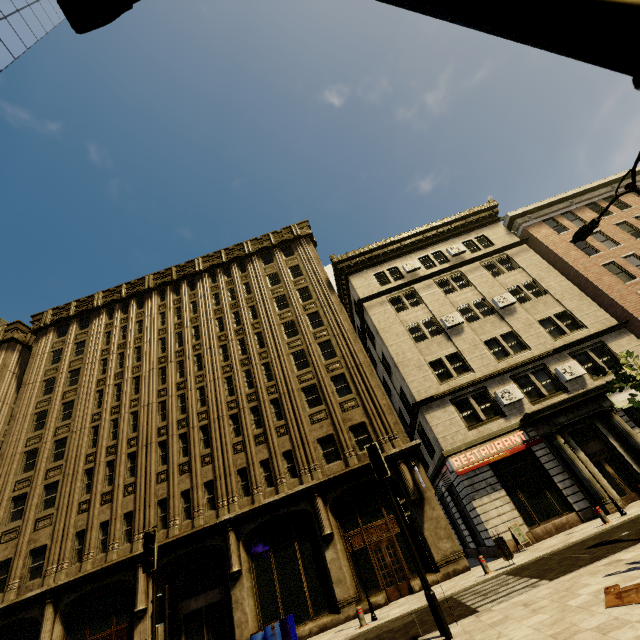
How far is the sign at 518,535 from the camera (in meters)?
14.20

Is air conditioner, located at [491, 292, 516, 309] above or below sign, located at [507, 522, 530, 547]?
above

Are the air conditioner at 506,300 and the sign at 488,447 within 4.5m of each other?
no

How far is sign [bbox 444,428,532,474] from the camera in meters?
17.1 m

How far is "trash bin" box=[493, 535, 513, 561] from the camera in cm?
1177

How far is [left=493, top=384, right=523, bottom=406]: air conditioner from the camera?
18.4 meters

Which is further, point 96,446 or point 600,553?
point 96,446

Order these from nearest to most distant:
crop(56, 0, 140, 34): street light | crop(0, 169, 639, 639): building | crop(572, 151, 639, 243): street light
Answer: crop(56, 0, 140, 34): street light, crop(572, 151, 639, 243): street light, crop(0, 169, 639, 639): building
